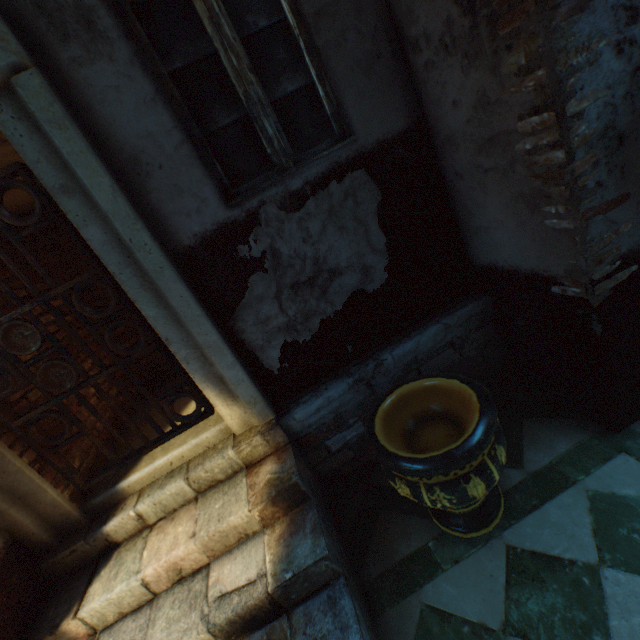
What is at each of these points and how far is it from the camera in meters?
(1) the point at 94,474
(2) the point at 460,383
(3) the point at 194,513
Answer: (1) building, 2.6
(2) ceramic pot, 2.1
(3) stairs, 2.3

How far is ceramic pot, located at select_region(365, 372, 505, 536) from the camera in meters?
1.7

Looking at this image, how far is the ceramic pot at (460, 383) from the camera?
1.7 meters
